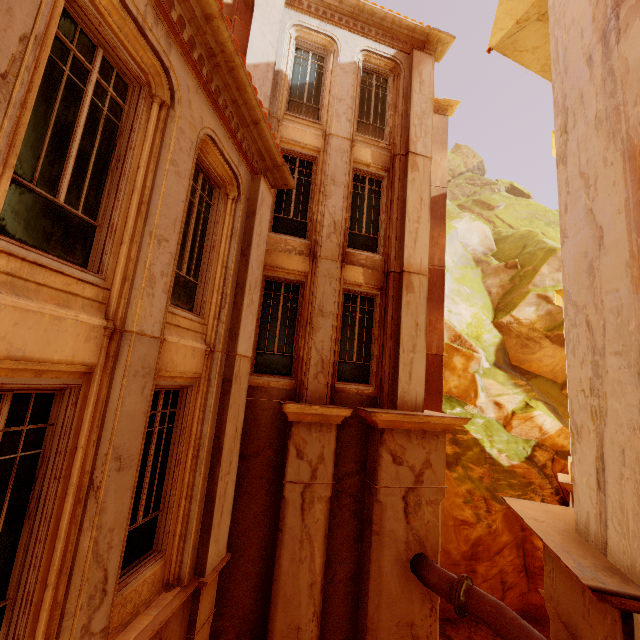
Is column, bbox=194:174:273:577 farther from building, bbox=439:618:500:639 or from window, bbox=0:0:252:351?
building, bbox=439:618:500:639

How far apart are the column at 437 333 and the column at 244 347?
8.4 meters

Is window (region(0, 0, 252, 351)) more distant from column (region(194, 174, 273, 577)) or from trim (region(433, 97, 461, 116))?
trim (region(433, 97, 461, 116))

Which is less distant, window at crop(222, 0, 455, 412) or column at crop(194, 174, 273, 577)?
column at crop(194, 174, 273, 577)

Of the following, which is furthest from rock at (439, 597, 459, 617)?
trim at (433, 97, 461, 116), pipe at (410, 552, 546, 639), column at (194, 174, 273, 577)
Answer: column at (194, 174, 273, 577)

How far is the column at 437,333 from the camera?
12.96m

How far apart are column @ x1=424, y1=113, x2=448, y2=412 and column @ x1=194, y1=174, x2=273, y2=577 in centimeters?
838cm

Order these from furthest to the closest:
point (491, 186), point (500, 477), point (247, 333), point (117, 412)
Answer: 1. point (491, 186)
2. point (500, 477)
3. point (247, 333)
4. point (117, 412)
